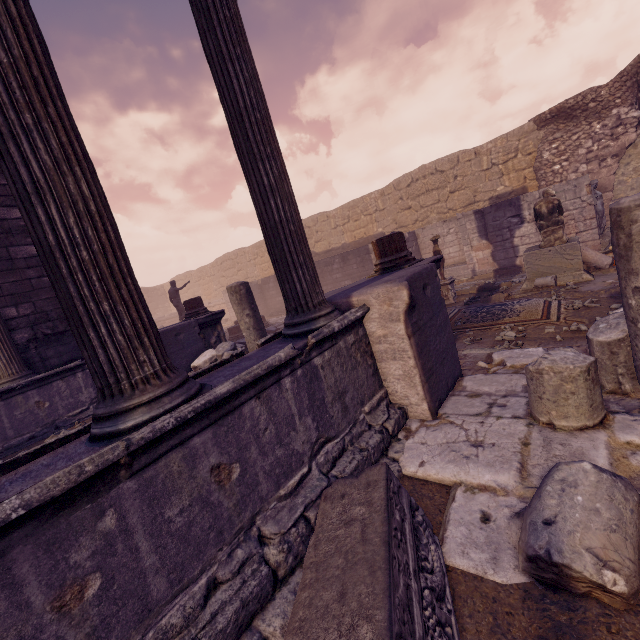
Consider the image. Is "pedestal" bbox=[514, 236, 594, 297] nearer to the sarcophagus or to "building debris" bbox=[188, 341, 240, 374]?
"building debris" bbox=[188, 341, 240, 374]

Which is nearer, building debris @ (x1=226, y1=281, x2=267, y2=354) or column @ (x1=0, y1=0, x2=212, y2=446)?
column @ (x1=0, y1=0, x2=212, y2=446)

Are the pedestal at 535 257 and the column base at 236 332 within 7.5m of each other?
no

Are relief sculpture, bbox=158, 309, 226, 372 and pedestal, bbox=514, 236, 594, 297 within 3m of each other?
no

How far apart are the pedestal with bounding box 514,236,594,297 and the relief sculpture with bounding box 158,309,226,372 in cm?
785

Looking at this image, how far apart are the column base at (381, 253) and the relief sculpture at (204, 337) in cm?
526

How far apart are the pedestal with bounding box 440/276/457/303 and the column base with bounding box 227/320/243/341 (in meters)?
7.31

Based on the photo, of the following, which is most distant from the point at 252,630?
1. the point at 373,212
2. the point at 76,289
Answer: the point at 373,212
